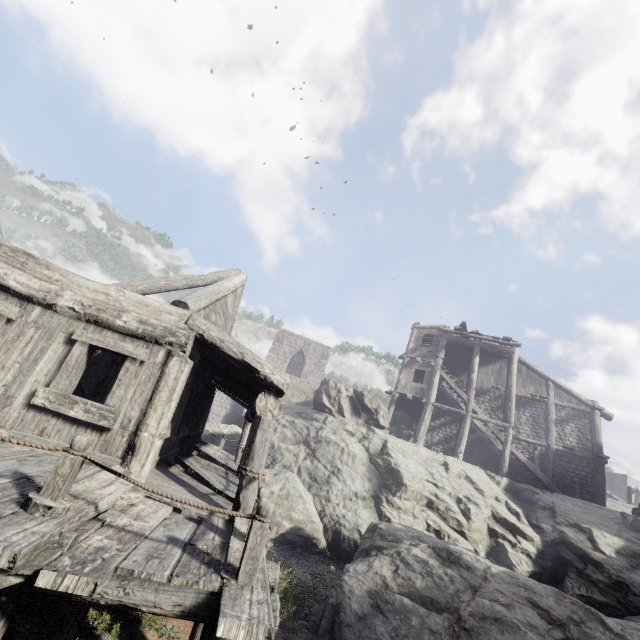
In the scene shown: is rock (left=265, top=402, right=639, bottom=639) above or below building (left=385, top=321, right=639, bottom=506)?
below

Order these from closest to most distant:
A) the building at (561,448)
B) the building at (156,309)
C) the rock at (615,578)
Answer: the building at (156,309) → the rock at (615,578) → the building at (561,448)

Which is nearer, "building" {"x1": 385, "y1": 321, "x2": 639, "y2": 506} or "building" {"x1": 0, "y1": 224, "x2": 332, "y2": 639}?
"building" {"x1": 0, "y1": 224, "x2": 332, "y2": 639}

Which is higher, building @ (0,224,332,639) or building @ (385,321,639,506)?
building @ (385,321,639,506)

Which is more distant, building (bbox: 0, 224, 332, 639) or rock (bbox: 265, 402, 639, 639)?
rock (bbox: 265, 402, 639, 639)

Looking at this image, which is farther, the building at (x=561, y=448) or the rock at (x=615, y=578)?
the building at (x=561, y=448)

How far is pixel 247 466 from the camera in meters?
5.9 m

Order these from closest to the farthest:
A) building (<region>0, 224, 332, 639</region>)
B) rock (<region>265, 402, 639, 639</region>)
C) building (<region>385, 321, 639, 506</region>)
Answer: building (<region>0, 224, 332, 639</region>) < rock (<region>265, 402, 639, 639</region>) < building (<region>385, 321, 639, 506</region>)
